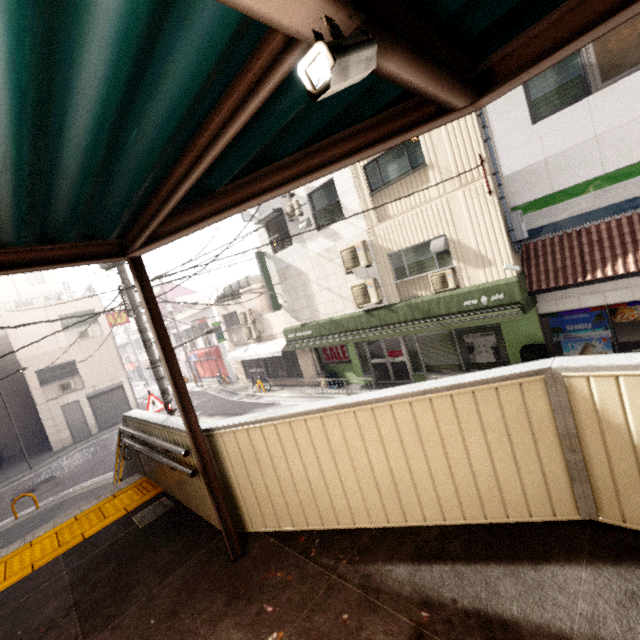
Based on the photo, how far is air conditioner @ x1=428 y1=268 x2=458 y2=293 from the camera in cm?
942

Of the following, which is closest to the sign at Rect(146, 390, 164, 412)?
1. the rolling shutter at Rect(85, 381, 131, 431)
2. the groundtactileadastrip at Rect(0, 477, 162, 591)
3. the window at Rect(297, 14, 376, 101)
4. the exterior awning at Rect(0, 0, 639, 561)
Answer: the groundtactileadastrip at Rect(0, 477, 162, 591)

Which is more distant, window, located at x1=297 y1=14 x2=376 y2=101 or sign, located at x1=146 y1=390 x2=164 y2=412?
sign, located at x1=146 y1=390 x2=164 y2=412

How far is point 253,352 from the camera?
18.5m

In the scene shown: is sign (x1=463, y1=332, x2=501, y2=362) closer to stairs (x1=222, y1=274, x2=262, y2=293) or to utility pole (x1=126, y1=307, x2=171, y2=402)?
utility pole (x1=126, y1=307, x2=171, y2=402)

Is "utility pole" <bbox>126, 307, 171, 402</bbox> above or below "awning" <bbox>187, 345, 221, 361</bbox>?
above

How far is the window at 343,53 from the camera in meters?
0.9

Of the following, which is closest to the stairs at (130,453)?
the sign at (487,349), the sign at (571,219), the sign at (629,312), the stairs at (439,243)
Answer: the sign at (487,349)
